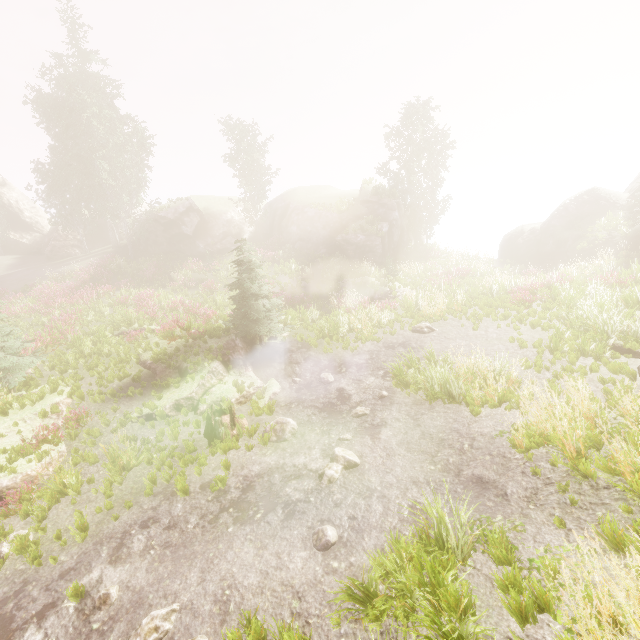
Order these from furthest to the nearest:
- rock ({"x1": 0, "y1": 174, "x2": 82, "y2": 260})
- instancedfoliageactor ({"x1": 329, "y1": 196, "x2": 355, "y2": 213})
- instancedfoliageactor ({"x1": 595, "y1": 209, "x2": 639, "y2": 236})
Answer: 1. rock ({"x1": 0, "y1": 174, "x2": 82, "y2": 260})
2. instancedfoliageactor ({"x1": 329, "y1": 196, "x2": 355, "y2": 213})
3. instancedfoliageactor ({"x1": 595, "y1": 209, "x2": 639, "y2": 236})

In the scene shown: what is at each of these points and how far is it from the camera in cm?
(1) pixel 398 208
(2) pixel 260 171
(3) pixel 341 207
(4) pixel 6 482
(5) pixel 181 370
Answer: (1) rock, 3006
(2) instancedfoliageactor, 3341
(3) instancedfoliageactor, 3027
(4) rock, 807
(5) rock, 1253

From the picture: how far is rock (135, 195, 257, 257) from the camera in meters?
29.5 m

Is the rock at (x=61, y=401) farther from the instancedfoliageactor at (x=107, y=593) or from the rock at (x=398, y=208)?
the rock at (x=398, y=208)

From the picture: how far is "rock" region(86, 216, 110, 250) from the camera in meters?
35.0 m

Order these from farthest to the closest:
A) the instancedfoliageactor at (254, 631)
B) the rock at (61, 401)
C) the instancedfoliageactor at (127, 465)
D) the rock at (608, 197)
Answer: the rock at (608, 197) < the rock at (61, 401) < the instancedfoliageactor at (127, 465) < the instancedfoliageactor at (254, 631)

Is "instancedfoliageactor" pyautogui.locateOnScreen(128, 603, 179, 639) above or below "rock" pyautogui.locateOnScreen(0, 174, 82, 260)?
below

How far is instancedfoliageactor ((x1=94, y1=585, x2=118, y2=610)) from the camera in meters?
5.4 m
